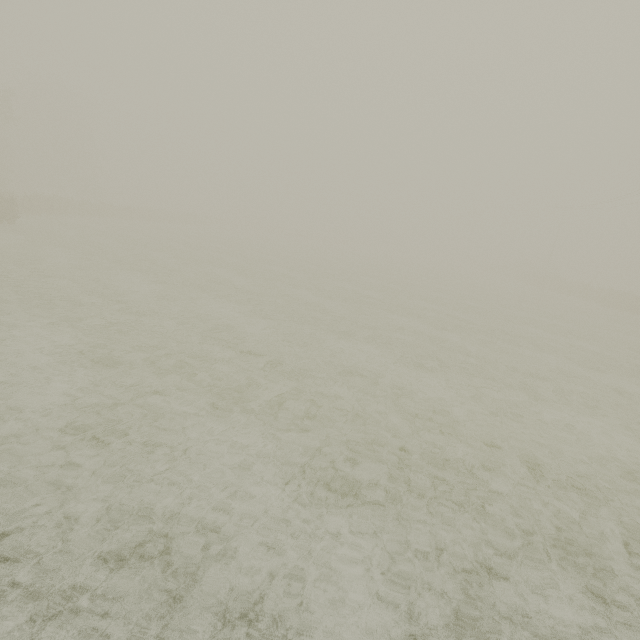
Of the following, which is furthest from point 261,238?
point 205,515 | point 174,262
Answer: point 205,515
